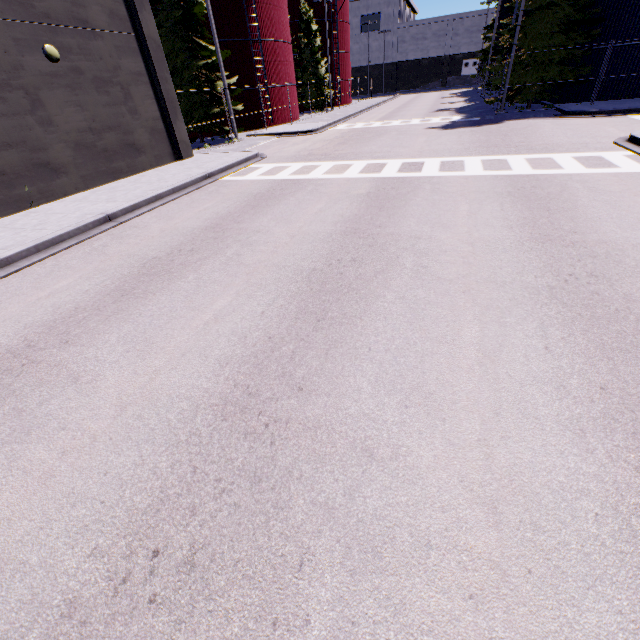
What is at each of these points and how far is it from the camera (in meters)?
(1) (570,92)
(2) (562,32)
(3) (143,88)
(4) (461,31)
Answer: (1) silo, 22.44
(2) tree, 18.22
(3) building, 14.26
(4) building, 59.62

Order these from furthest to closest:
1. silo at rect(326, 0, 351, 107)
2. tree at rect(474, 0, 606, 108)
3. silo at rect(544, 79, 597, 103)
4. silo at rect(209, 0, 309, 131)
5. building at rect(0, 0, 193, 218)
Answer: silo at rect(326, 0, 351, 107) → silo at rect(209, 0, 309, 131) → silo at rect(544, 79, 597, 103) → tree at rect(474, 0, 606, 108) → building at rect(0, 0, 193, 218)

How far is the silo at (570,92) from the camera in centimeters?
2158cm

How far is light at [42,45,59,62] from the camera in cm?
1062

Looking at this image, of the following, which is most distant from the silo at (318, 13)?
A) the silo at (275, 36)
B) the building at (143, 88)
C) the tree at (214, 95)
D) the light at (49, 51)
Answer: the light at (49, 51)

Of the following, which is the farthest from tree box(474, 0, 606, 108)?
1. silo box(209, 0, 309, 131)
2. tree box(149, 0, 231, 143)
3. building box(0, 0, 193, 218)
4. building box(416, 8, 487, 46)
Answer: building box(416, 8, 487, 46)

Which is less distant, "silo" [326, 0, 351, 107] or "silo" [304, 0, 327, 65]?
"silo" [304, 0, 327, 65]

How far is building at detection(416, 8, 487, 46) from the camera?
A: 57.5 meters
